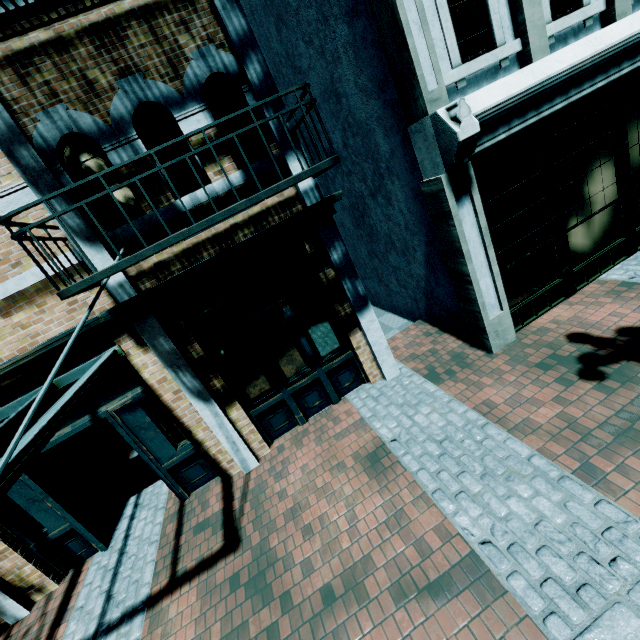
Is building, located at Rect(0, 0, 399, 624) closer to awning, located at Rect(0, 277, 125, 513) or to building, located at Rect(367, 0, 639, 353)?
awning, located at Rect(0, 277, 125, 513)

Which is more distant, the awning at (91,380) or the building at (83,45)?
the building at (83,45)

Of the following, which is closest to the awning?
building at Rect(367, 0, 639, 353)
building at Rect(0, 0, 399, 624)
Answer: building at Rect(0, 0, 399, 624)

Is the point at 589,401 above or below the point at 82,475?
below

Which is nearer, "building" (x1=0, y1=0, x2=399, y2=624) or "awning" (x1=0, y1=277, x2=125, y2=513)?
"awning" (x1=0, y1=277, x2=125, y2=513)

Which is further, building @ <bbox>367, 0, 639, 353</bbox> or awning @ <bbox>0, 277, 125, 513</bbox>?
building @ <bbox>367, 0, 639, 353</bbox>

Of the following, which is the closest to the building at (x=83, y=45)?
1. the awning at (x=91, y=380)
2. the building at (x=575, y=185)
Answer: the awning at (x=91, y=380)
